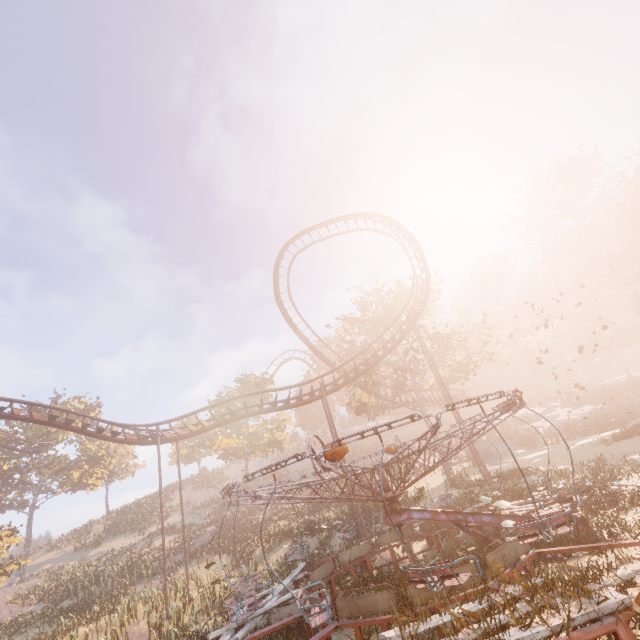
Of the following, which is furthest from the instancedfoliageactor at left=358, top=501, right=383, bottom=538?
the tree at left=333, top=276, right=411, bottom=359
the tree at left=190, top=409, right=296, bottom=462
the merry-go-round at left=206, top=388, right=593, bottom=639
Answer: the tree at left=190, top=409, right=296, bottom=462

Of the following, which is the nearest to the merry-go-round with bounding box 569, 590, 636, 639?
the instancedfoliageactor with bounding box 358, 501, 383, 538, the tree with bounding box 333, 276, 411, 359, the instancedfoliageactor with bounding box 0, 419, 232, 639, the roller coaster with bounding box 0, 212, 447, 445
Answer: the instancedfoliageactor with bounding box 358, 501, 383, 538

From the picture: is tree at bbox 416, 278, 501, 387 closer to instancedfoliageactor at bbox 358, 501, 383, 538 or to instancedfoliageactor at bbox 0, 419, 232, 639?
instancedfoliageactor at bbox 358, 501, 383, 538

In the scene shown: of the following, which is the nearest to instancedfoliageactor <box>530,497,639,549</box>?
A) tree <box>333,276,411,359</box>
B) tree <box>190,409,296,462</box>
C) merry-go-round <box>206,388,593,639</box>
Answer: merry-go-round <box>206,388,593,639</box>

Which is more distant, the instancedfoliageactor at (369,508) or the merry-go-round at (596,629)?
the instancedfoliageactor at (369,508)

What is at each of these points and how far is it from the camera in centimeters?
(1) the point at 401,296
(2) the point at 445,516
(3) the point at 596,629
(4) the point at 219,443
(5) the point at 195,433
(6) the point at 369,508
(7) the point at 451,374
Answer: (1) tree, 3388cm
(2) merry-go-round, 972cm
(3) merry-go-round, 424cm
(4) tree, 3828cm
(5) roller coaster, 1984cm
(6) instancedfoliageactor, 2380cm
(7) tree, 3088cm

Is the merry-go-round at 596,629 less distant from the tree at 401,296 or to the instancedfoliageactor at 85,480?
the tree at 401,296

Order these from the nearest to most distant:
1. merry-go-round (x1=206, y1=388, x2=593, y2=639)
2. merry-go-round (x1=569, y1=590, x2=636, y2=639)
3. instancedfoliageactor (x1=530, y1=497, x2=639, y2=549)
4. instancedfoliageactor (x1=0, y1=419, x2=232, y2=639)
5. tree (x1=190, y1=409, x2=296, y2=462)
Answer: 1. merry-go-round (x1=569, y1=590, x2=636, y2=639)
2. merry-go-round (x1=206, y1=388, x2=593, y2=639)
3. instancedfoliageactor (x1=530, y1=497, x2=639, y2=549)
4. instancedfoliageactor (x1=0, y1=419, x2=232, y2=639)
5. tree (x1=190, y1=409, x2=296, y2=462)
